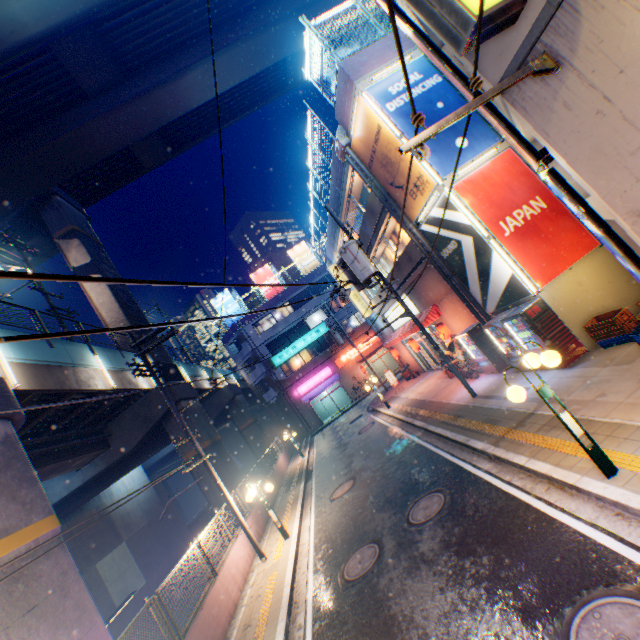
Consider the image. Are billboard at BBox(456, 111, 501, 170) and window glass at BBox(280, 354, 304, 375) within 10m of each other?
no

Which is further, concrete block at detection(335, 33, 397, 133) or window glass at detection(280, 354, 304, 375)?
window glass at detection(280, 354, 304, 375)

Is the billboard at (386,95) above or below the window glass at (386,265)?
above

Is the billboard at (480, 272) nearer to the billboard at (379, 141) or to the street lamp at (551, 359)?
the billboard at (379, 141)

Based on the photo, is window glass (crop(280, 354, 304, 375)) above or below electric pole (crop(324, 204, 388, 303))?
above

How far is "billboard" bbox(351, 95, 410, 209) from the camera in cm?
1129

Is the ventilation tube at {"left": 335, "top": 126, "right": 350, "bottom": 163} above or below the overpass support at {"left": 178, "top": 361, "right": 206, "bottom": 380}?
above

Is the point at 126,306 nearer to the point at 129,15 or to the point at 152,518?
the point at 129,15
